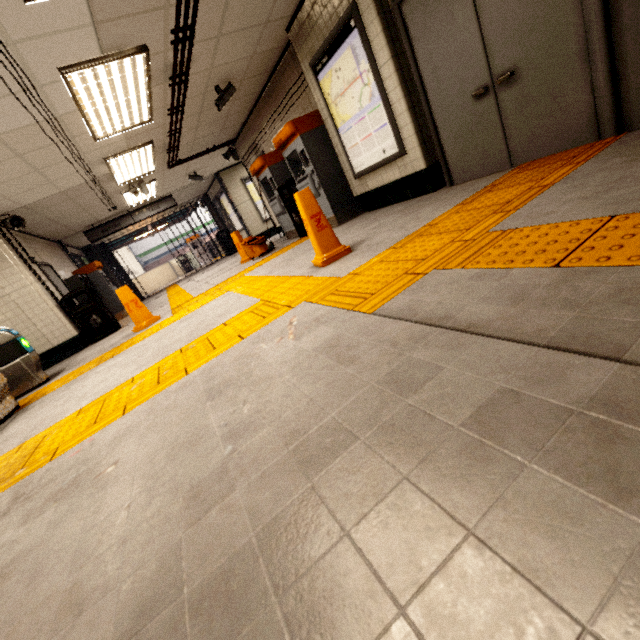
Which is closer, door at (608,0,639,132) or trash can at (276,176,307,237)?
door at (608,0,639,132)

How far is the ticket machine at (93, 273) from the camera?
9.8m

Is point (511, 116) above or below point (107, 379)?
above

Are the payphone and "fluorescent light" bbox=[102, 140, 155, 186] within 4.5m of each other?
yes

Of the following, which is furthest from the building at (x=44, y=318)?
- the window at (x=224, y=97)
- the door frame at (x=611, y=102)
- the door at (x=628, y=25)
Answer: the door at (x=628, y=25)

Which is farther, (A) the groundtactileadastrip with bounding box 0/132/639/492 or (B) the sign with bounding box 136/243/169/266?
(B) the sign with bounding box 136/243/169/266

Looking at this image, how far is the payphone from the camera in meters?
8.5 m

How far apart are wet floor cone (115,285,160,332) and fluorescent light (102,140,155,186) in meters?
2.6 m
